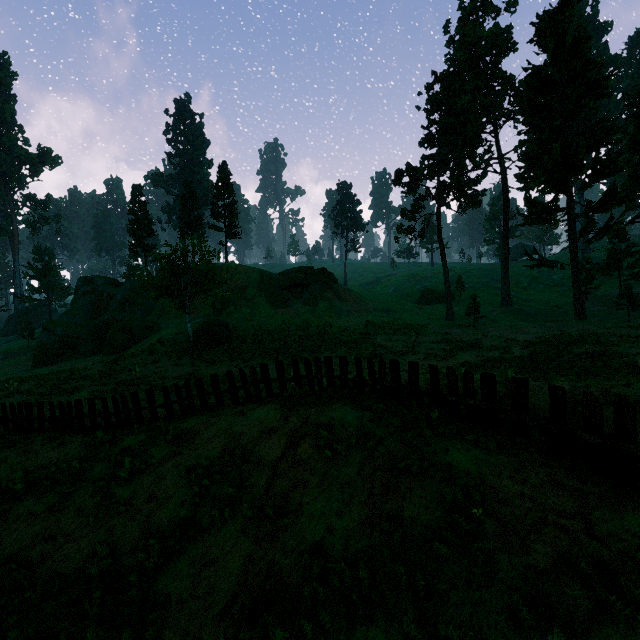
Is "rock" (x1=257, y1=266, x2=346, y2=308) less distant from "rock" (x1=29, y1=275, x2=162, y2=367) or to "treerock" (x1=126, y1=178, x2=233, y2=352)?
"rock" (x1=29, y1=275, x2=162, y2=367)

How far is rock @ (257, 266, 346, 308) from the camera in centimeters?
4384cm

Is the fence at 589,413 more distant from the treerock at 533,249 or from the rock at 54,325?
the rock at 54,325

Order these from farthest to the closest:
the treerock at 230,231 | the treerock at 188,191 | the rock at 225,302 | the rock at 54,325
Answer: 1. the treerock at 230,231
2. the rock at 225,302
3. the rock at 54,325
4. the treerock at 188,191

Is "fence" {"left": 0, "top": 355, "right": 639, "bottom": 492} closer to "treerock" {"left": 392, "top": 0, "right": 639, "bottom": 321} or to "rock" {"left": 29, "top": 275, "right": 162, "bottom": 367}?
"treerock" {"left": 392, "top": 0, "right": 639, "bottom": 321}

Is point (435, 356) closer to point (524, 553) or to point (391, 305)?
point (524, 553)

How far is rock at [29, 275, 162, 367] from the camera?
36.0m

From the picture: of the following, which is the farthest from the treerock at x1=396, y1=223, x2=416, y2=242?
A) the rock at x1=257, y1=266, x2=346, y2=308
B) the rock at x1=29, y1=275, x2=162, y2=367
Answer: the rock at x1=257, y1=266, x2=346, y2=308
